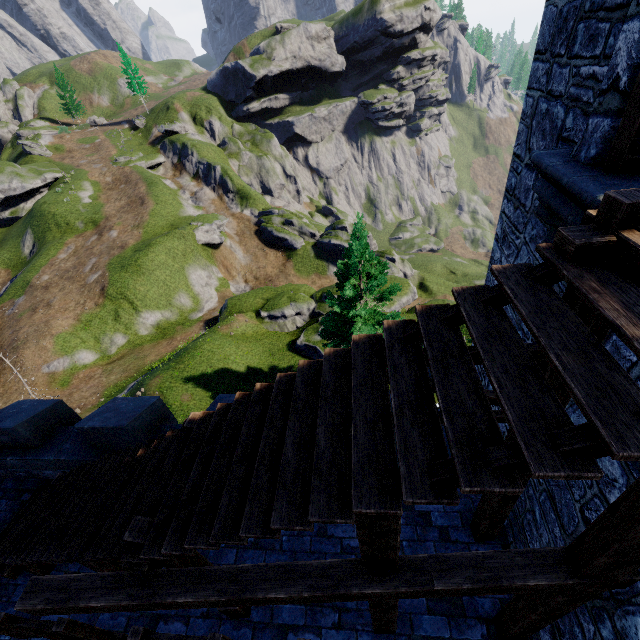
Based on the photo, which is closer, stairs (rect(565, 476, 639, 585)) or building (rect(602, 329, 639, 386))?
stairs (rect(565, 476, 639, 585))

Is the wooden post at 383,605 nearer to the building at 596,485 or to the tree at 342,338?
the building at 596,485

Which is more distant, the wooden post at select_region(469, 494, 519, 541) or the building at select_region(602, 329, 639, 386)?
the wooden post at select_region(469, 494, 519, 541)

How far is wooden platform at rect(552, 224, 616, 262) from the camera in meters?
2.4

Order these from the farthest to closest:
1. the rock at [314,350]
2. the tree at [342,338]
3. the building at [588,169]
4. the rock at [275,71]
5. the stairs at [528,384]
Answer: the rock at [275,71] → the rock at [314,350] → the tree at [342,338] → the building at [588,169] → the stairs at [528,384]

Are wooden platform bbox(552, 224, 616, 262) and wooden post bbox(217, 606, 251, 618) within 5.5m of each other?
no

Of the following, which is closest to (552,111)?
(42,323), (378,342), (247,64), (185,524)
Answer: (378,342)

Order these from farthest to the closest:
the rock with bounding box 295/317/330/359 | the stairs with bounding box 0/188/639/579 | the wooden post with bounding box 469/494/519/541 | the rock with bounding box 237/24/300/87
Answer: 1. the rock with bounding box 237/24/300/87
2. the rock with bounding box 295/317/330/359
3. the wooden post with bounding box 469/494/519/541
4. the stairs with bounding box 0/188/639/579
